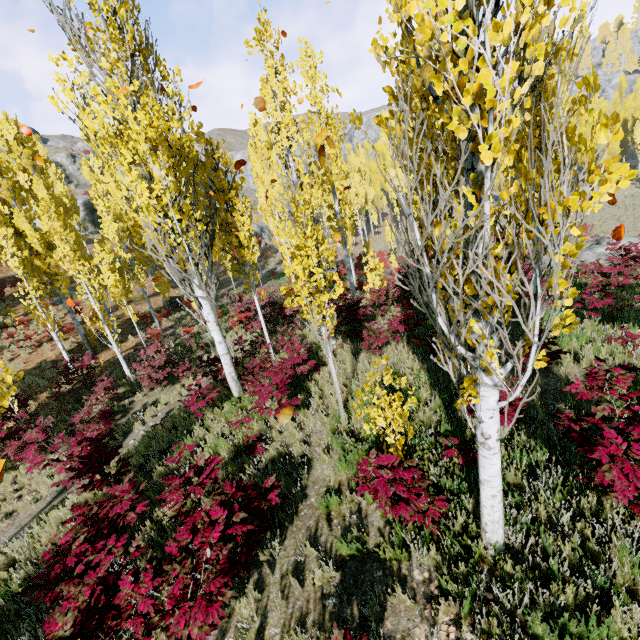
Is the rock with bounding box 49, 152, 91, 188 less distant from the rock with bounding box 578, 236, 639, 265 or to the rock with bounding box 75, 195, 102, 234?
the rock with bounding box 75, 195, 102, 234

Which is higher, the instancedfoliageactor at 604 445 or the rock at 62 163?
the rock at 62 163

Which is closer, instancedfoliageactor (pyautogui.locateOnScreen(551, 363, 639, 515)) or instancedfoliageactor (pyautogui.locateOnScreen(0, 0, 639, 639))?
instancedfoliageactor (pyautogui.locateOnScreen(0, 0, 639, 639))

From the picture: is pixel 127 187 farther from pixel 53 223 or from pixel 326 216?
pixel 326 216

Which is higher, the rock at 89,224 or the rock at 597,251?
the rock at 89,224

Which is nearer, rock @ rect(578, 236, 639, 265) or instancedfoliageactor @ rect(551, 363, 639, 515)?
instancedfoliageactor @ rect(551, 363, 639, 515)

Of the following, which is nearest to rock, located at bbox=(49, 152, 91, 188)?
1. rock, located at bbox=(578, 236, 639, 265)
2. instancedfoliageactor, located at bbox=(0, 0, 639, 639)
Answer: instancedfoliageactor, located at bbox=(0, 0, 639, 639)

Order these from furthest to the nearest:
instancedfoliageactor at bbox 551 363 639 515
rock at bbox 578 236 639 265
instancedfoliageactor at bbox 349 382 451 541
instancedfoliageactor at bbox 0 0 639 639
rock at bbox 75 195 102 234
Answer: rock at bbox 75 195 102 234
rock at bbox 578 236 639 265
instancedfoliageactor at bbox 349 382 451 541
instancedfoliageactor at bbox 551 363 639 515
instancedfoliageactor at bbox 0 0 639 639
